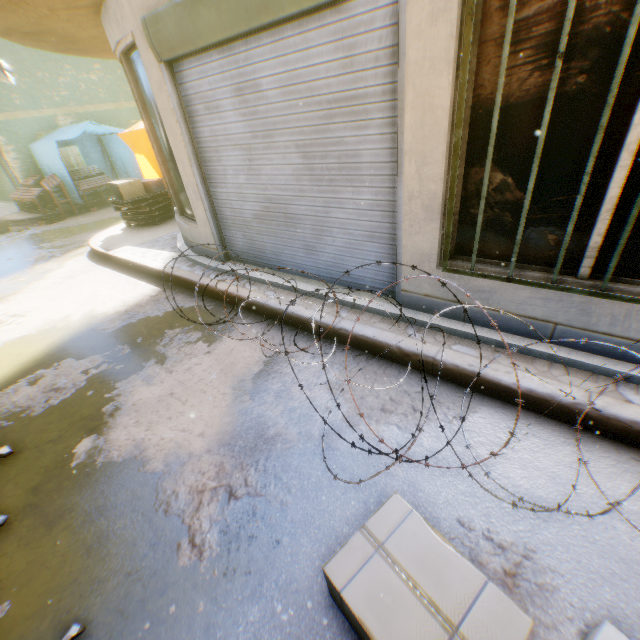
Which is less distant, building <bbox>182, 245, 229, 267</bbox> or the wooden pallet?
building <bbox>182, 245, 229, 267</bbox>

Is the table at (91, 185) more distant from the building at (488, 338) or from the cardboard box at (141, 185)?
the cardboard box at (141, 185)

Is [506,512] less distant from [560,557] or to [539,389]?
[560,557]

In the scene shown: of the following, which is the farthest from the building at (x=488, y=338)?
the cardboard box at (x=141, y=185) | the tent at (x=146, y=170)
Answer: the cardboard box at (x=141, y=185)

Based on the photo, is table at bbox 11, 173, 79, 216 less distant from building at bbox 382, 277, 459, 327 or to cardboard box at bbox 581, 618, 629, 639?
building at bbox 382, 277, 459, 327

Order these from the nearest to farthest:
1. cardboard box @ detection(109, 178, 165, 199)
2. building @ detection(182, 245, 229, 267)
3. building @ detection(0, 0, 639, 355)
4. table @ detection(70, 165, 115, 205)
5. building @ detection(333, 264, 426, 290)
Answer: building @ detection(0, 0, 639, 355), building @ detection(333, 264, 426, 290), building @ detection(182, 245, 229, 267), cardboard box @ detection(109, 178, 165, 199), table @ detection(70, 165, 115, 205)

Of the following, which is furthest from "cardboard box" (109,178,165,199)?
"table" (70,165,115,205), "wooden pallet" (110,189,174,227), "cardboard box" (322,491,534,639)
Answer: "cardboard box" (322,491,534,639)

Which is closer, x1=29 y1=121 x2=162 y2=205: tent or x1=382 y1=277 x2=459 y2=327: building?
x1=382 y1=277 x2=459 y2=327: building
